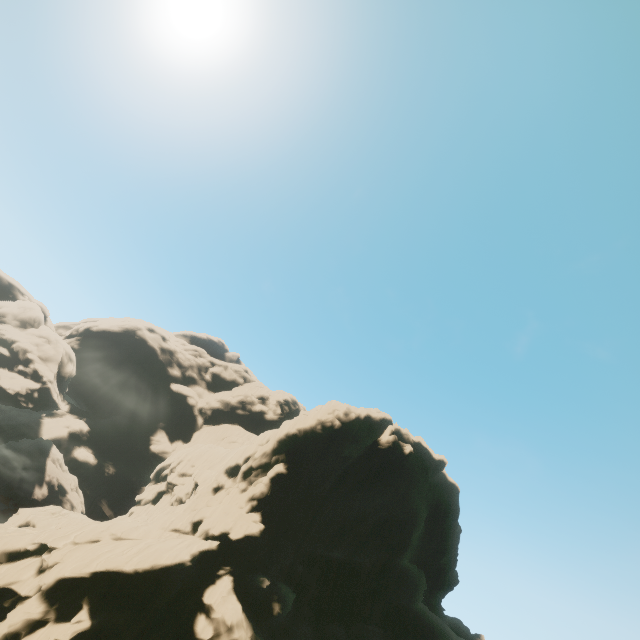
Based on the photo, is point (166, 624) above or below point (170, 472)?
below

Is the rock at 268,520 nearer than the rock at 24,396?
Yes

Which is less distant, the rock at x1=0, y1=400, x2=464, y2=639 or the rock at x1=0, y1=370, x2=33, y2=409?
the rock at x1=0, y1=400, x2=464, y2=639
